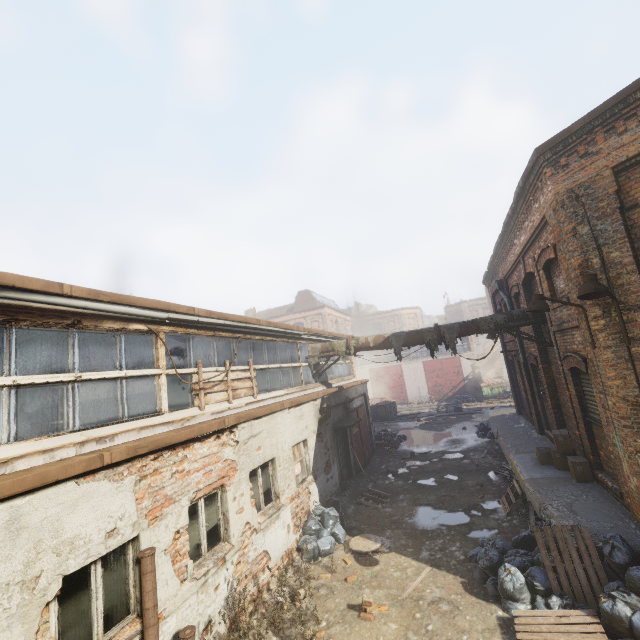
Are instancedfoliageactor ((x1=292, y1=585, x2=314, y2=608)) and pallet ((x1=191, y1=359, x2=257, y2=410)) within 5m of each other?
yes

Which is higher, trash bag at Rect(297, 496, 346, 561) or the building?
the building

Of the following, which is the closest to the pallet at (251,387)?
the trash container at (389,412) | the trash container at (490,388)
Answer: the trash container at (389,412)

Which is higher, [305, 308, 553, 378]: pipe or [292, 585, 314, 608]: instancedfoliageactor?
[305, 308, 553, 378]: pipe

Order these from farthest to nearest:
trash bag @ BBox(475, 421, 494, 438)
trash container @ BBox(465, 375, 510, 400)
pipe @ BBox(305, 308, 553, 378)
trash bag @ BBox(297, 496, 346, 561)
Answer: trash container @ BBox(465, 375, 510, 400), trash bag @ BBox(475, 421, 494, 438), pipe @ BBox(305, 308, 553, 378), trash bag @ BBox(297, 496, 346, 561)

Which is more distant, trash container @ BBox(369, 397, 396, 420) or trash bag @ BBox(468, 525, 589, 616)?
trash container @ BBox(369, 397, 396, 420)

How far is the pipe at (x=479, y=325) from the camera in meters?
9.8 m

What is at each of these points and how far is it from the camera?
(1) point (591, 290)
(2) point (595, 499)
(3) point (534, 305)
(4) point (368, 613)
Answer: (1) light, 5.3 meters
(2) building, 7.0 meters
(3) light, 6.6 meters
(4) instancedfoliageactor, 5.9 meters
